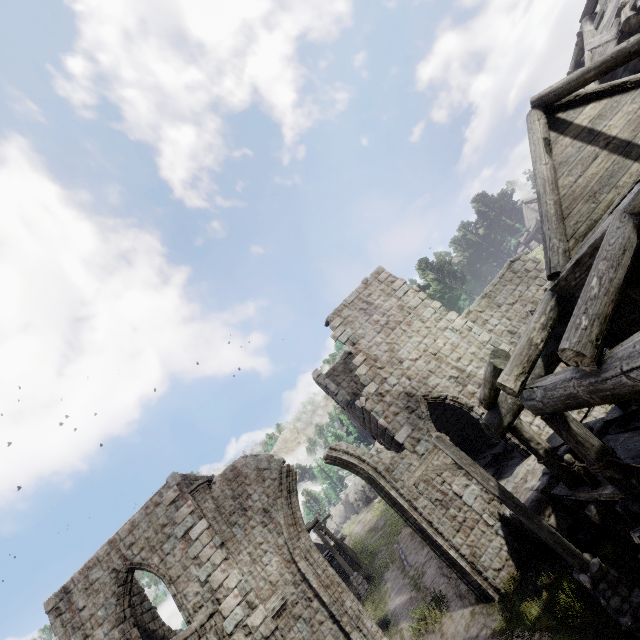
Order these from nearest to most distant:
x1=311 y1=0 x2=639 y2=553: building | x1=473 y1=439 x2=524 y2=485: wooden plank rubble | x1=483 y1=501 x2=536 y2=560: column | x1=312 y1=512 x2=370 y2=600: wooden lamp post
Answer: x1=311 y1=0 x2=639 y2=553: building, x1=483 y1=501 x2=536 y2=560: column, x1=473 y1=439 x2=524 y2=485: wooden plank rubble, x1=312 y1=512 x2=370 y2=600: wooden lamp post

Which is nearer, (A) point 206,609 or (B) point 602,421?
(B) point 602,421

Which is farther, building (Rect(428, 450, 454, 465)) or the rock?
the rock

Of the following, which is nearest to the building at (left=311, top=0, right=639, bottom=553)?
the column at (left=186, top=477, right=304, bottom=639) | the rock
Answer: the column at (left=186, top=477, right=304, bottom=639)

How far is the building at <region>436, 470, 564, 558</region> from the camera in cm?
954

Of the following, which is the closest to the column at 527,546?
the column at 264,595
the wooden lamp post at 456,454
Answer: the wooden lamp post at 456,454

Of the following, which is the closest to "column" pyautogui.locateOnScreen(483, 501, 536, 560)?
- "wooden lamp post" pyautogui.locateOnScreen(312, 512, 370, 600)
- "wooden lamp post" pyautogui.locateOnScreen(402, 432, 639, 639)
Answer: "wooden lamp post" pyautogui.locateOnScreen(402, 432, 639, 639)

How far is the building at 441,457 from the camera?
11.82m
